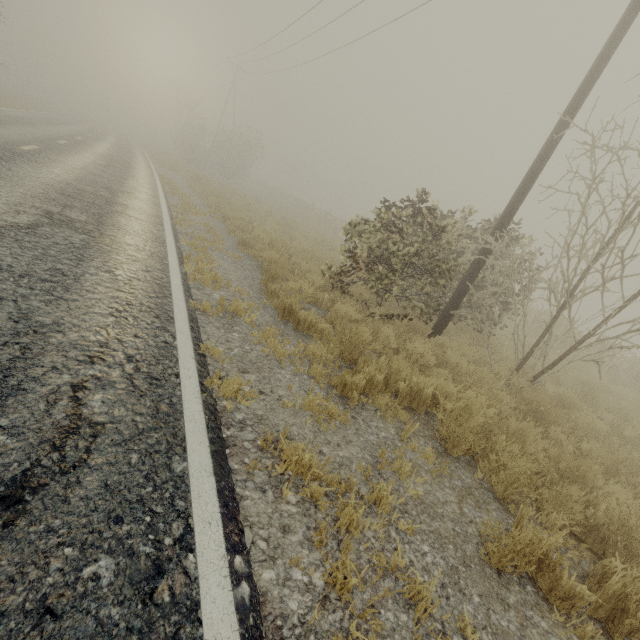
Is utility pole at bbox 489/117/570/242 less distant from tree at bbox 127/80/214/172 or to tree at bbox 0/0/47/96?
tree at bbox 127/80/214/172

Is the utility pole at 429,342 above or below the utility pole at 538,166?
below

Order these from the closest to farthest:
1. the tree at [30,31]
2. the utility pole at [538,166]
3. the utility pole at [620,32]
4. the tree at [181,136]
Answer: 1. the utility pole at [620,32]
2. the utility pole at [538,166]
3. the tree at [181,136]
4. the tree at [30,31]

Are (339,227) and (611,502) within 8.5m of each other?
no

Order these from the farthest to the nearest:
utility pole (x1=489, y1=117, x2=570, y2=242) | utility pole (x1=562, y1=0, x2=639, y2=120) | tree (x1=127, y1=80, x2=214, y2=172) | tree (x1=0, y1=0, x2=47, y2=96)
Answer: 1. tree (x1=0, y1=0, x2=47, y2=96)
2. tree (x1=127, y1=80, x2=214, y2=172)
3. utility pole (x1=489, y1=117, x2=570, y2=242)
4. utility pole (x1=562, y1=0, x2=639, y2=120)

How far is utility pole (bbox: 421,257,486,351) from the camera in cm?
664

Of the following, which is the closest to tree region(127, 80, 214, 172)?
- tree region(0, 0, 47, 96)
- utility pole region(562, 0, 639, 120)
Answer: tree region(0, 0, 47, 96)
